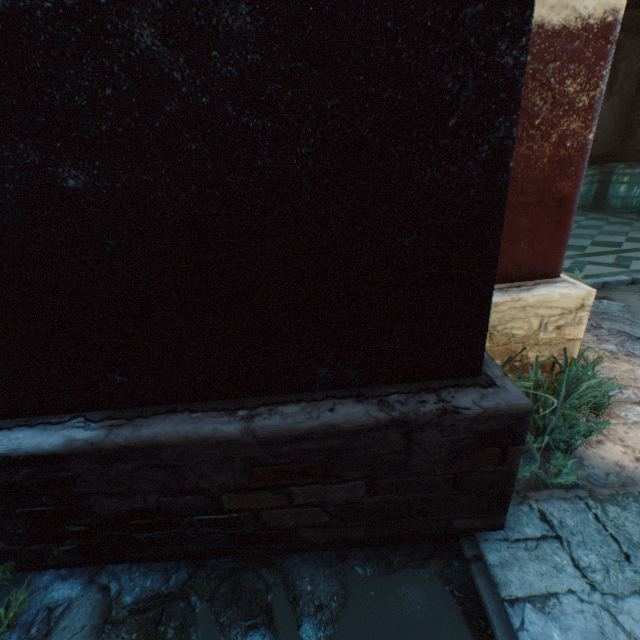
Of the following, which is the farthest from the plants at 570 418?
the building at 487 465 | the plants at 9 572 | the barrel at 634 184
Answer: the barrel at 634 184

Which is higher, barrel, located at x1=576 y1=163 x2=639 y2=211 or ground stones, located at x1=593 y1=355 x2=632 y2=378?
barrel, located at x1=576 y1=163 x2=639 y2=211

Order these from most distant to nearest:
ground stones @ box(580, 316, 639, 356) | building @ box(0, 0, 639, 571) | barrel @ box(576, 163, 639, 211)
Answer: barrel @ box(576, 163, 639, 211) → ground stones @ box(580, 316, 639, 356) → building @ box(0, 0, 639, 571)

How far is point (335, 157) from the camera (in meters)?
1.03

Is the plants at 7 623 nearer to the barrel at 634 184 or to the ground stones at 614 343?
the ground stones at 614 343

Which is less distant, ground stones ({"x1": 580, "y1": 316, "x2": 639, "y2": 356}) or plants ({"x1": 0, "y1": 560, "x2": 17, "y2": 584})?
plants ({"x1": 0, "y1": 560, "x2": 17, "y2": 584})

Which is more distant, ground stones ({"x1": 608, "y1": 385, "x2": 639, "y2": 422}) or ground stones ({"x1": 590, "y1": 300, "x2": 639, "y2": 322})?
ground stones ({"x1": 590, "y1": 300, "x2": 639, "y2": 322})

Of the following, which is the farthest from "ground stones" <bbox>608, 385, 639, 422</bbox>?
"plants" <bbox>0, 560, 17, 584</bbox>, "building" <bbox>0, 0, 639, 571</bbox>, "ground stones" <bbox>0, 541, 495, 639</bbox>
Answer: "plants" <bbox>0, 560, 17, 584</bbox>
